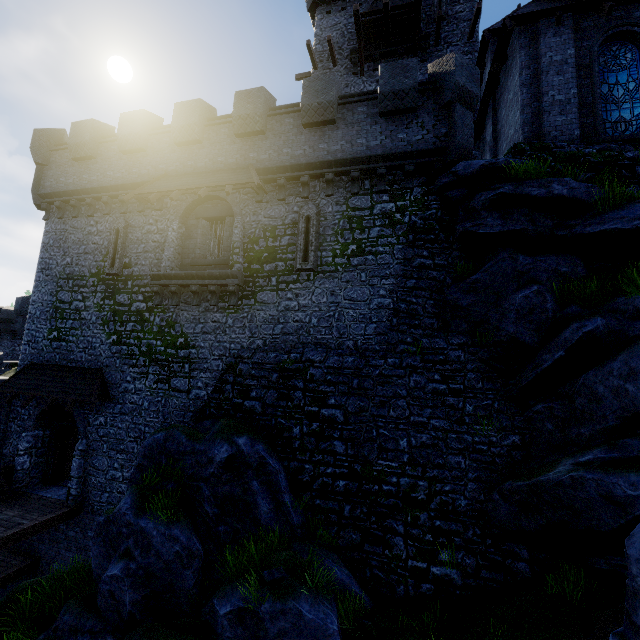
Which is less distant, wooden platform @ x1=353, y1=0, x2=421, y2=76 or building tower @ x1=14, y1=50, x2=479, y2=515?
building tower @ x1=14, y1=50, x2=479, y2=515

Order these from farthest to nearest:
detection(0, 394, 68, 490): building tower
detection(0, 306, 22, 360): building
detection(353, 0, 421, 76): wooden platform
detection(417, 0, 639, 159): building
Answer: detection(0, 306, 22, 360): building, detection(353, 0, 421, 76): wooden platform, detection(0, 394, 68, 490): building tower, detection(417, 0, 639, 159): building

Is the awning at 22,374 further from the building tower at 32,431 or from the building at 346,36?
the building at 346,36

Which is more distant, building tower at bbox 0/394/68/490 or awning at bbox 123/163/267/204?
building tower at bbox 0/394/68/490

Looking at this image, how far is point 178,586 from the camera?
7.82m

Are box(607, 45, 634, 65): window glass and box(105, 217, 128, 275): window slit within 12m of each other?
no

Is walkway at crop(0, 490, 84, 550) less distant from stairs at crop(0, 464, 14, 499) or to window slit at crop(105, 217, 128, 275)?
stairs at crop(0, 464, 14, 499)

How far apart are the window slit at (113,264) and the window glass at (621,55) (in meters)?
18.62
